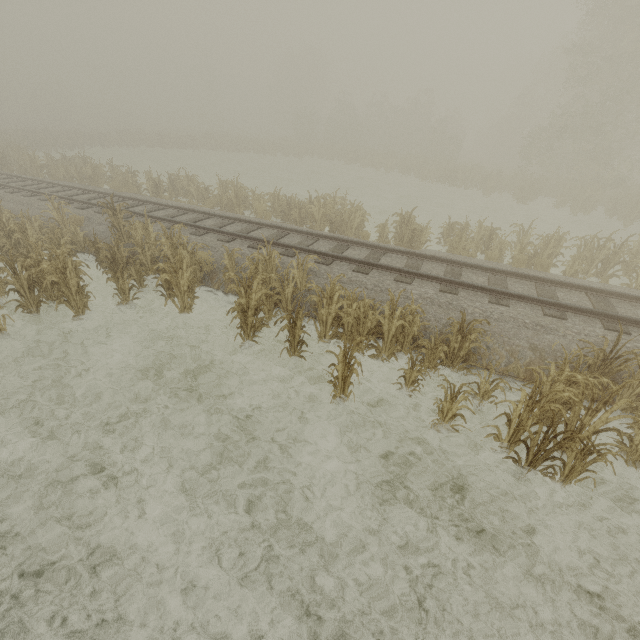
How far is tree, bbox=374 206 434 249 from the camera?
12.2m

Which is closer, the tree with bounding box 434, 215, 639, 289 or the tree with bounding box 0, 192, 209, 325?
the tree with bounding box 0, 192, 209, 325

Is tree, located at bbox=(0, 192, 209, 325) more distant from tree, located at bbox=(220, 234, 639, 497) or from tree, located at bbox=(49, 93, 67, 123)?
tree, located at bbox=(49, 93, 67, 123)

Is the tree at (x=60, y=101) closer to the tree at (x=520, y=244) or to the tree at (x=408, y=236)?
the tree at (x=408, y=236)

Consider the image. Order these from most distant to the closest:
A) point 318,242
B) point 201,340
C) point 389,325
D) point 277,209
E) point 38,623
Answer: point 277,209
point 318,242
point 201,340
point 389,325
point 38,623

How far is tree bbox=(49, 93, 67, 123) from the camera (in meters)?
58.28

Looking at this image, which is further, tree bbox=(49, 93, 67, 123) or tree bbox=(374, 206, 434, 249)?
tree bbox=(49, 93, 67, 123)

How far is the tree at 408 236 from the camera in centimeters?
1221cm
